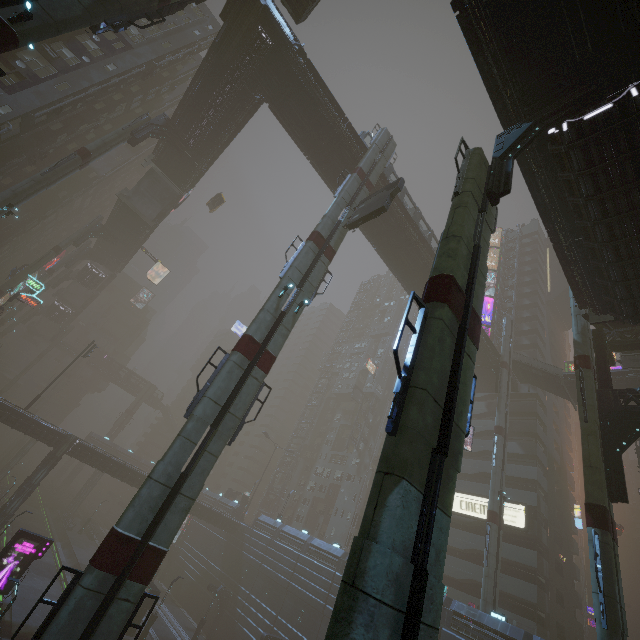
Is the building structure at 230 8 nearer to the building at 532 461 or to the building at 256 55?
the building at 256 55

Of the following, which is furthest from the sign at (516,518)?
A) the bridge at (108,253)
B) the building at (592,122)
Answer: the bridge at (108,253)

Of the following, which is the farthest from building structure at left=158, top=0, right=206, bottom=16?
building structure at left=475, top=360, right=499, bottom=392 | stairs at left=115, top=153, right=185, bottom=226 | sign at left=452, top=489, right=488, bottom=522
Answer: building structure at left=475, top=360, right=499, bottom=392

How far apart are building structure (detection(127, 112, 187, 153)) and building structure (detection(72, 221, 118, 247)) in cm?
2366

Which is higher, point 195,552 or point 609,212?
point 609,212

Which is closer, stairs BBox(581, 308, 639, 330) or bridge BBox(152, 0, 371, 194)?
stairs BBox(581, 308, 639, 330)

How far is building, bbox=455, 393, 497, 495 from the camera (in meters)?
42.44

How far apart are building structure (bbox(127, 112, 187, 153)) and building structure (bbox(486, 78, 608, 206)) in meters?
32.6
